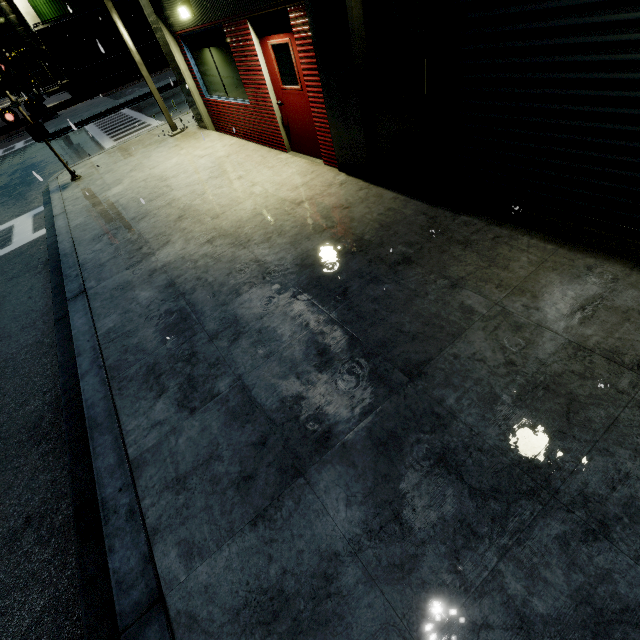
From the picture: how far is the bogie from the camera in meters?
29.3 m

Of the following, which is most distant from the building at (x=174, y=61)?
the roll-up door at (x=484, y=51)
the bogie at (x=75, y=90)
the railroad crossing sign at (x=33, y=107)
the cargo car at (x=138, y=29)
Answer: the railroad crossing sign at (x=33, y=107)

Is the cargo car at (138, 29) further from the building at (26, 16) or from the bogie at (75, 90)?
the building at (26, 16)

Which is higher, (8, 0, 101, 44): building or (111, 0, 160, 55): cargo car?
(8, 0, 101, 44): building

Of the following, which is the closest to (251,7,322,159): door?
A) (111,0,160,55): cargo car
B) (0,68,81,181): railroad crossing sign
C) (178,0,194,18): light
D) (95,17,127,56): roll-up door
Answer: (178,0,194,18): light

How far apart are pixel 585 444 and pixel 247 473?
2.59m

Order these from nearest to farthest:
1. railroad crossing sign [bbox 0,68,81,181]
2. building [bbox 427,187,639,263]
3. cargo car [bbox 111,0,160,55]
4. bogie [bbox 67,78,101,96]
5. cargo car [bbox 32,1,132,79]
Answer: building [bbox 427,187,639,263], railroad crossing sign [bbox 0,68,81,181], cargo car [bbox 32,1,132,79], cargo car [bbox 111,0,160,55], bogie [bbox 67,78,101,96]

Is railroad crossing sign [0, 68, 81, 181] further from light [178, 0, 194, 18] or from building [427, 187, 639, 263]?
light [178, 0, 194, 18]
